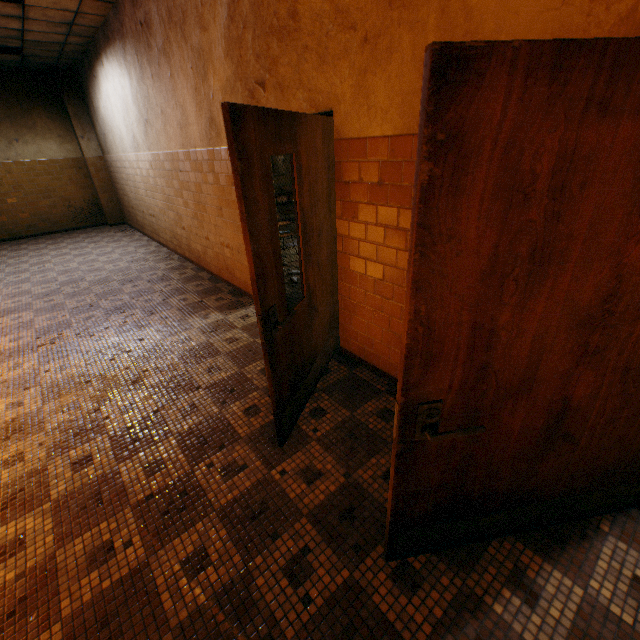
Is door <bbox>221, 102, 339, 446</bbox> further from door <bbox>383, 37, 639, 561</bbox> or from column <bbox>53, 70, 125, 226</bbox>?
column <bbox>53, 70, 125, 226</bbox>

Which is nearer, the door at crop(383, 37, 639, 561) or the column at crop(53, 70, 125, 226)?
the door at crop(383, 37, 639, 561)

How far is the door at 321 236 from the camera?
1.6 meters

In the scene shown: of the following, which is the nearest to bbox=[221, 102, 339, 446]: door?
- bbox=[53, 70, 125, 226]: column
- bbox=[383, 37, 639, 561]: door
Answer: bbox=[383, 37, 639, 561]: door

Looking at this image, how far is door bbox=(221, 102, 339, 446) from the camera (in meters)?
1.55

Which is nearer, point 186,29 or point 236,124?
point 236,124

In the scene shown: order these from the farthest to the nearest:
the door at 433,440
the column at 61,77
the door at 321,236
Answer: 1. the column at 61,77
2. the door at 321,236
3. the door at 433,440
